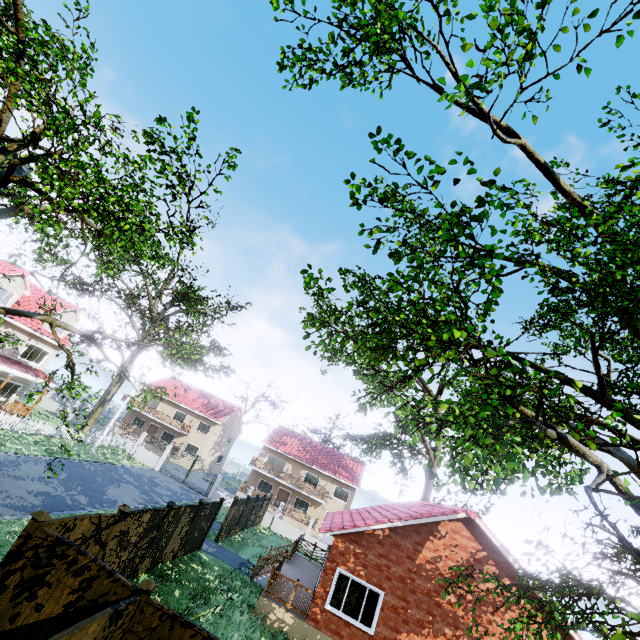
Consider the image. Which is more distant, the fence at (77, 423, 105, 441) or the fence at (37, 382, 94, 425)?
the fence at (37, 382, 94, 425)

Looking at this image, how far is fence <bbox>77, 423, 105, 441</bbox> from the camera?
28.02m

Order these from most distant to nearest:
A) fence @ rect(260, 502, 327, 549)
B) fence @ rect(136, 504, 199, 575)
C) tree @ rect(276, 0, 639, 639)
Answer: fence @ rect(260, 502, 327, 549)
fence @ rect(136, 504, 199, 575)
tree @ rect(276, 0, 639, 639)

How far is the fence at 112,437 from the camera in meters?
32.1

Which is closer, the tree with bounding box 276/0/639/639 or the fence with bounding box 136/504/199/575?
the tree with bounding box 276/0/639/639

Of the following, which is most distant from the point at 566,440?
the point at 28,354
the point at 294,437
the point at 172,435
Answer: the point at 172,435

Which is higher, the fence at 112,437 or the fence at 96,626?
the fence at 96,626
